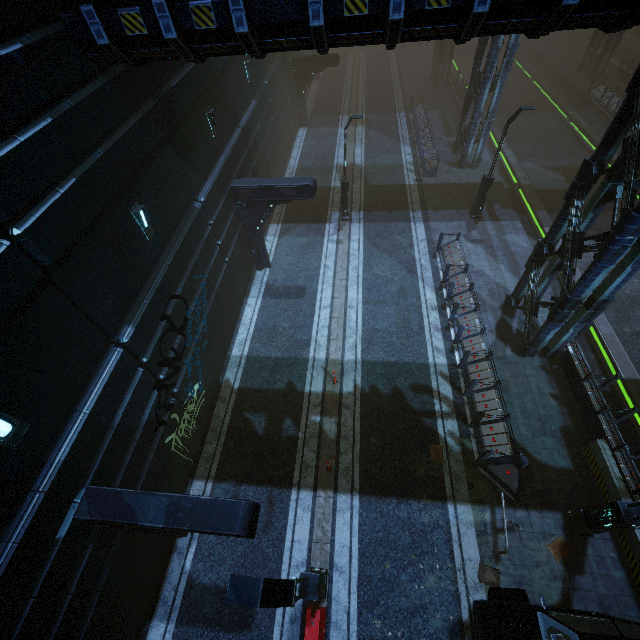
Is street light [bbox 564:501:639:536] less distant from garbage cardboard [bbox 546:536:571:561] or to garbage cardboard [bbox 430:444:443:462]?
garbage cardboard [bbox 546:536:571:561]

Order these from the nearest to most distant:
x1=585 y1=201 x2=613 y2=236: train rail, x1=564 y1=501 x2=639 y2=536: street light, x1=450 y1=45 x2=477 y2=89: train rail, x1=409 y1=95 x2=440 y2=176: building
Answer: x1=564 y1=501 x2=639 y2=536: street light → x1=585 y1=201 x2=613 y2=236: train rail → x1=409 y1=95 x2=440 y2=176: building → x1=450 y1=45 x2=477 y2=89: train rail

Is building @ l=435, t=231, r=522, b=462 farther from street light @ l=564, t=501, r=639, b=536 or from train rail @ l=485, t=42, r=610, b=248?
street light @ l=564, t=501, r=639, b=536

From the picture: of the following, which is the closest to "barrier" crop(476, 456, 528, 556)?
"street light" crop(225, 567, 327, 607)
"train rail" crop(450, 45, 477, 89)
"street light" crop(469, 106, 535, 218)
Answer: "street light" crop(225, 567, 327, 607)

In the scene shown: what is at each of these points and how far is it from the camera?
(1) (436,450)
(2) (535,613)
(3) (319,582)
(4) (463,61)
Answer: (1) garbage cardboard, 11.16m
(2) car, 7.17m
(3) street light, 7.44m
(4) train rail, 38.81m

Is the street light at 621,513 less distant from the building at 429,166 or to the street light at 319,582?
the building at 429,166

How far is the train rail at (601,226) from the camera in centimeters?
1880cm

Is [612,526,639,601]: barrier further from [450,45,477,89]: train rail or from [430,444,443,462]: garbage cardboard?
[450,45,477,89]: train rail
